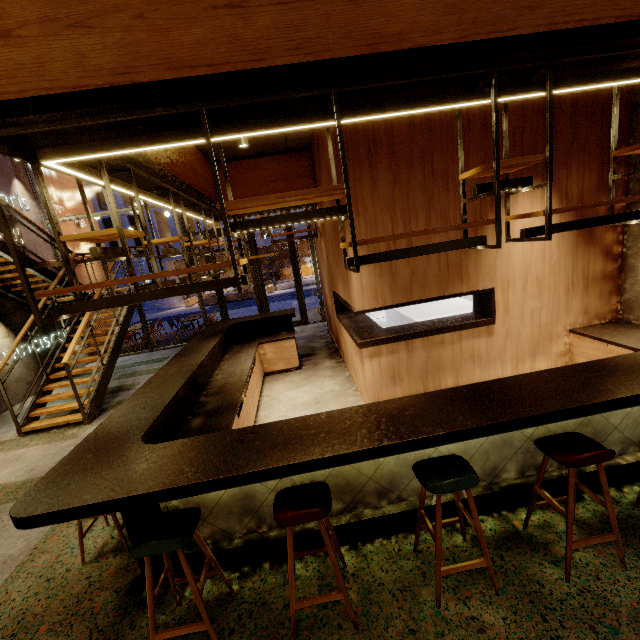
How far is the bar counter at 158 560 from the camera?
2.7 meters

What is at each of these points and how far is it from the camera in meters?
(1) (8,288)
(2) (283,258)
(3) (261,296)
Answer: (1) stairs, 8.0 m
(2) building, 34.1 m
(3) door, 10.9 m

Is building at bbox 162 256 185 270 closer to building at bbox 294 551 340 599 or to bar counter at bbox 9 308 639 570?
building at bbox 294 551 340 599

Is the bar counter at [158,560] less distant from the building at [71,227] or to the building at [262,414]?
the building at [262,414]

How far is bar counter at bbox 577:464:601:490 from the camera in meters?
3.0 m

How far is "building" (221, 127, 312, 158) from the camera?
5.62m

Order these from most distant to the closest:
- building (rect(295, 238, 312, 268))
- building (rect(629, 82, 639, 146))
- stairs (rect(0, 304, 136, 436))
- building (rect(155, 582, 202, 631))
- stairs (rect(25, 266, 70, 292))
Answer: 1. building (rect(295, 238, 312, 268))
2. stairs (rect(25, 266, 70, 292))
3. stairs (rect(0, 304, 136, 436))
4. building (rect(629, 82, 639, 146))
5. building (rect(155, 582, 202, 631))

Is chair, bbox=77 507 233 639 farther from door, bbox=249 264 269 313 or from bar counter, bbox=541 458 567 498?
door, bbox=249 264 269 313
